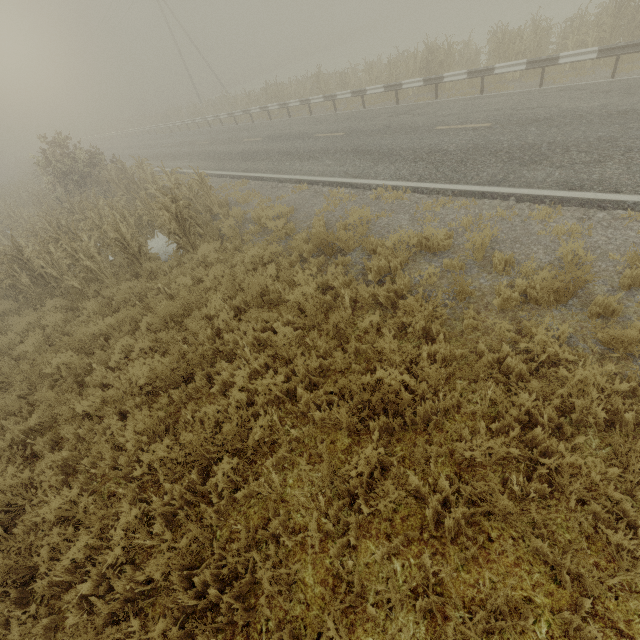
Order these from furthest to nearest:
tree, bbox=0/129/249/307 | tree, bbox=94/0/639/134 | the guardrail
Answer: tree, bbox=94/0/639/134 < the guardrail < tree, bbox=0/129/249/307

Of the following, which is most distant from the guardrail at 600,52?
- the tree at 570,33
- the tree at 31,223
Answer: the tree at 31,223

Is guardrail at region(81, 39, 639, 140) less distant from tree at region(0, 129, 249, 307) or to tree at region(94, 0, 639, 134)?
tree at region(94, 0, 639, 134)

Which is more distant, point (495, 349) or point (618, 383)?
point (495, 349)

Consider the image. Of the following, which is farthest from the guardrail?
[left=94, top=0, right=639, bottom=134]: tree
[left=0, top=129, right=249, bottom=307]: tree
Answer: [left=0, top=129, right=249, bottom=307]: tree

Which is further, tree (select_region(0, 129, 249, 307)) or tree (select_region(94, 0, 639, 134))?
tree (select_region(94, 0, 639, 134))
